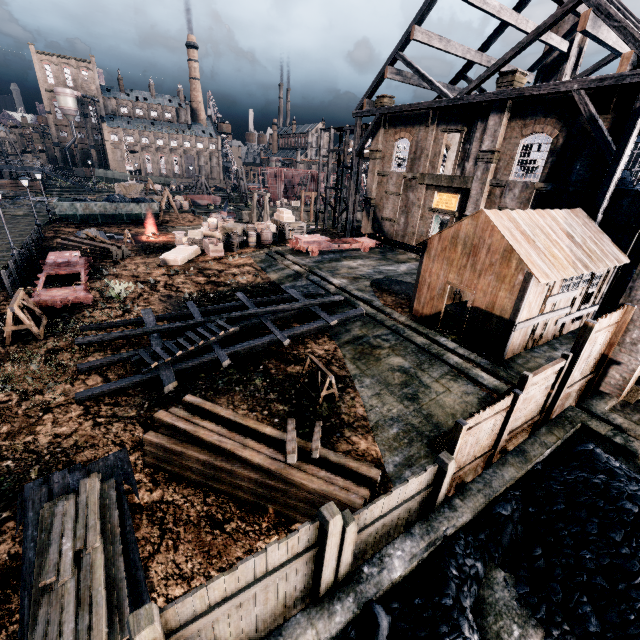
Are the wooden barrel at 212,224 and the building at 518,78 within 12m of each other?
no

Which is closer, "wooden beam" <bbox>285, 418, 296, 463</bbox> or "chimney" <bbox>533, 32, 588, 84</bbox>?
"wooden beam" <bbox>285, 418, 296, 463</bbox>

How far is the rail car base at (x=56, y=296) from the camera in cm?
1726

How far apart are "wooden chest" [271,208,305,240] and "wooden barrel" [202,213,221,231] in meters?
5.2

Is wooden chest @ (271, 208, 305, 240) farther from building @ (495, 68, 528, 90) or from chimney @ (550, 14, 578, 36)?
chimney @ (550, 14, 578, 36)

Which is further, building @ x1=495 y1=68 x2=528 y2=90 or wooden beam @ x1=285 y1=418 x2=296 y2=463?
building @ x1=495 y1=68 x2=528 y2=90

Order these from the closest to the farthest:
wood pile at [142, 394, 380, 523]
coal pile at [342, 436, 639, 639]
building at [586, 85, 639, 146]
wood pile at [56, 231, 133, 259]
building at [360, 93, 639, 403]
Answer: coal pile at [342, 436, 639, 639]
wood pile at [142, 394, 380, 523]
building at [360, 93, 639, 403]
building at [586, 85, 639, 146]
wood pile at [56, 231, 133, 259]

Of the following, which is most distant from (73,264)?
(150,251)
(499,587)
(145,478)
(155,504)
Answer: (499,587)
